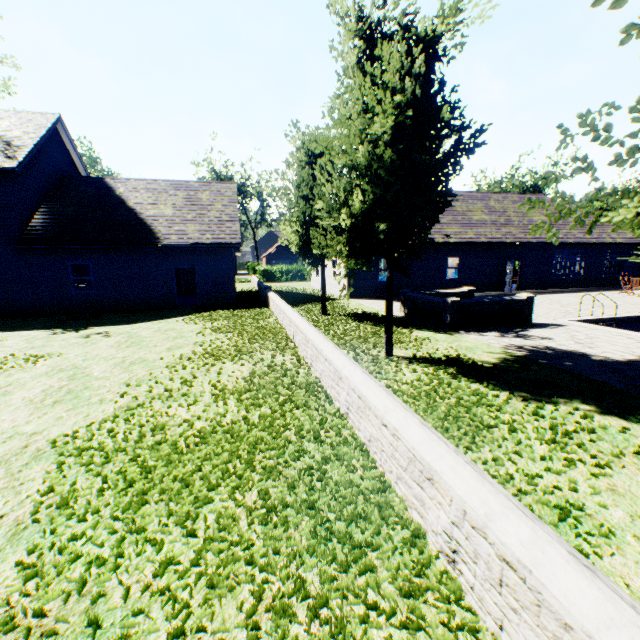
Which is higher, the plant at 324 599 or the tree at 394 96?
the tree at 394 96

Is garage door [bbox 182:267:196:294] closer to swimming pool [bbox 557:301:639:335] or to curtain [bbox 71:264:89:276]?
curtain [bbox 71:264:89:276]

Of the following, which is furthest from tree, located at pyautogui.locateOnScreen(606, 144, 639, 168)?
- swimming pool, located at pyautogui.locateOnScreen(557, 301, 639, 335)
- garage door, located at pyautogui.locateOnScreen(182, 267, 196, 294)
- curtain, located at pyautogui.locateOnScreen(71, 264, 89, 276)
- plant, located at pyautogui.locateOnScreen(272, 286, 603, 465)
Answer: curtain, located at pyautogui.locateOnScreen(71, 264, 89, 276)

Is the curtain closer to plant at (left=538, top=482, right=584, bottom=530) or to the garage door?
the garage door

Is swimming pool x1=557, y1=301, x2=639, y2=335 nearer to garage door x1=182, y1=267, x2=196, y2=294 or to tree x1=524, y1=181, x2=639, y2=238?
tree x1=524, y1=181, x2=639, y2=238

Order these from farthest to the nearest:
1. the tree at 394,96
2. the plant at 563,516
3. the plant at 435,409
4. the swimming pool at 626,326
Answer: the swimming pool at 626,326 → the tree at 394,96 → the plant at 435,409 → the plant at 563,516

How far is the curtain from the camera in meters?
24.8 m

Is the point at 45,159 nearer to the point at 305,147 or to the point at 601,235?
the point at 305,147
